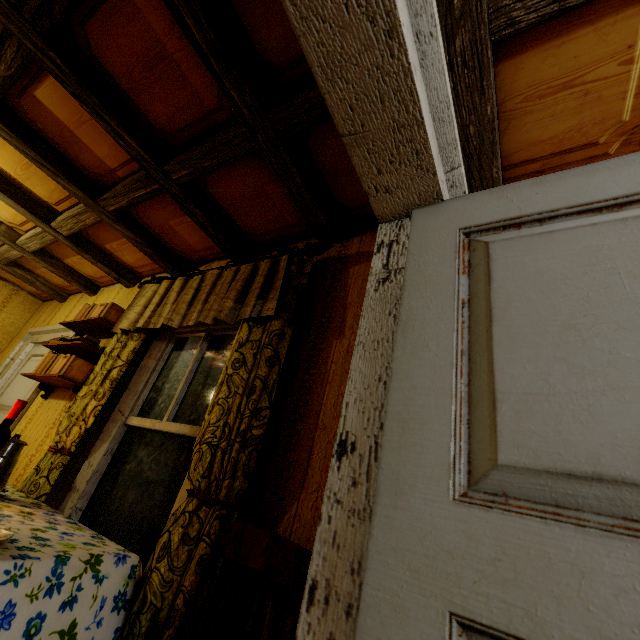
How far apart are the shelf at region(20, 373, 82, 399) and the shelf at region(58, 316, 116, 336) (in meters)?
0.41

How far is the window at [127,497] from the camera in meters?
1.7 m

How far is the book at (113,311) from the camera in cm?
287

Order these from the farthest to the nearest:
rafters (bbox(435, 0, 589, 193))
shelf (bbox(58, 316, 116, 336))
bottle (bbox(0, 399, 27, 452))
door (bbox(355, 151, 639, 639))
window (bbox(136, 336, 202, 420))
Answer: shelf (bbox(58, 316, 116, 336)), window (bbox(136, 336, 202, 420)), bottle (bbox(0, 399, 27, 452)), rafters (bbox(435, 0, 589, 193)), door (bbox(355, 151, 639, 639))

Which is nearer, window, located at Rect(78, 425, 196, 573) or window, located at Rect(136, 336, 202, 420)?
window, located at Rect(78, 425, 196, 573)

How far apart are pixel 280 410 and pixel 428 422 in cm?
111

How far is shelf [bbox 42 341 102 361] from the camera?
2.7m

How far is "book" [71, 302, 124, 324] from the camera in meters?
2.9 m
